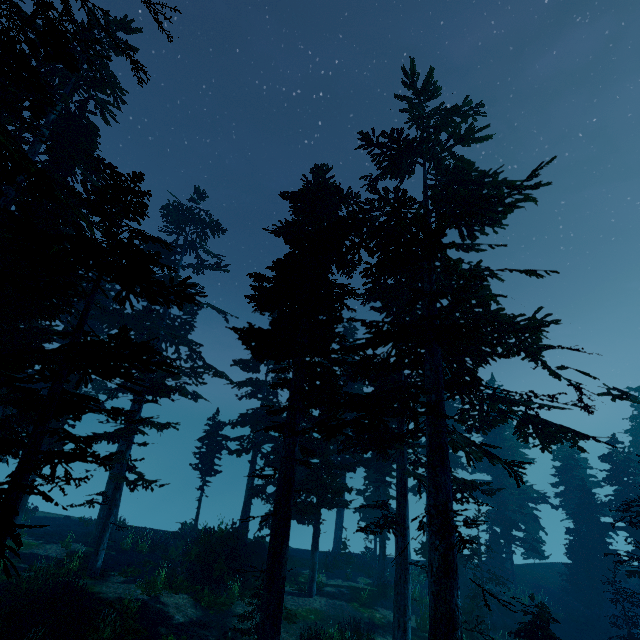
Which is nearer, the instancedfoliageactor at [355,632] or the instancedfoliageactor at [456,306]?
the instancedfoliageactor at [456,306]

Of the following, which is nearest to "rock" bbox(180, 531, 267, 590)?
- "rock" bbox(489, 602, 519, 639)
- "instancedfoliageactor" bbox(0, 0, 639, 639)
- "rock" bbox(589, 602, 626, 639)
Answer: "instancedfoliageactor" bbox(0, 0, 639, 639)

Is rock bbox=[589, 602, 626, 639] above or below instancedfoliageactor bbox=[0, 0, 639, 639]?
below

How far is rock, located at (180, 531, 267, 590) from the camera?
17.2 meters

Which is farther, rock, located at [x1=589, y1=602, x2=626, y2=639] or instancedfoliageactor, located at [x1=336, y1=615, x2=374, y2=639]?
rock, located at [x1=589, y1=602, x2=626, y2=639]

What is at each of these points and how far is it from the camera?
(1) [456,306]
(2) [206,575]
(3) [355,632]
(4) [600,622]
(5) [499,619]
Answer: (1) instancedfoliageactor, 12.41m
(2) rock, 17.36m
(3) instancedfoliageactor, 14.39m
(4) rock, 21.75m
(5) rock, 19.23m

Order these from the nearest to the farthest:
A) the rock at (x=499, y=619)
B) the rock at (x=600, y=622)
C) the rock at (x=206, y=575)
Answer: the rock at (x=206, y=575) → the rock at (x=499, y=619) → the rock at (x=600, y=622)

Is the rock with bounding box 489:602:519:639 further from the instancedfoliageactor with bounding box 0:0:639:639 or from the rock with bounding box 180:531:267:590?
the rock with bounding box 180:531:267:590
